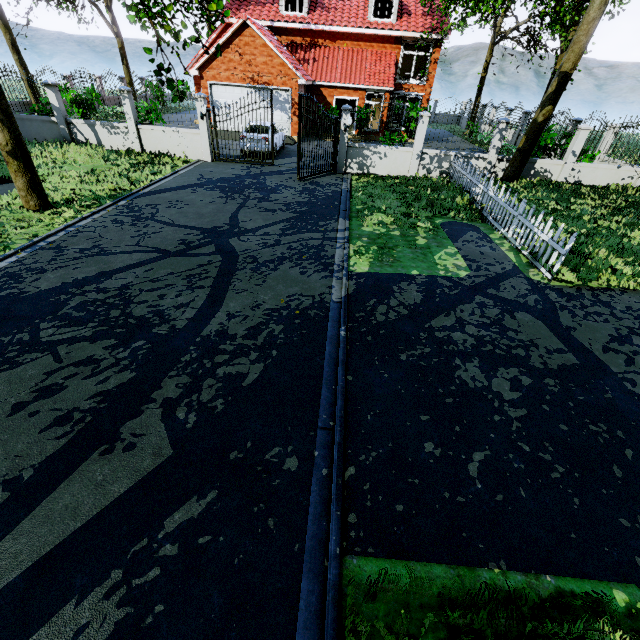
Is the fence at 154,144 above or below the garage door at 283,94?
below

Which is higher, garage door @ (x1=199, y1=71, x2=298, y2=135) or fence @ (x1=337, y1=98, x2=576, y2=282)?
garage door @ (x1=199, y1=71, x2=298, y2=135)

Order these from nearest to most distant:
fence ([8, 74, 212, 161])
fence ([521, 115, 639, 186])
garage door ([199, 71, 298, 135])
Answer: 1. fence ([521, 115, 639, 186])
2. fence ([8, 74, 212, 161])
3. garage door ([199, 71, 298, 135])

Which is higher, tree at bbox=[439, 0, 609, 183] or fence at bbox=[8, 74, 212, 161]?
tree at bbox=[439, 0, 609, 183]

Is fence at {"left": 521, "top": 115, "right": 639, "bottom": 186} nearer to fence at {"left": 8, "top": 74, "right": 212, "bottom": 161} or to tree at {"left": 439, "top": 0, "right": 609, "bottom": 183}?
tree at {"left": 439, "top": 0, "right": 609, "bottom": 183}

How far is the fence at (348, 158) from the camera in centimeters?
764cm

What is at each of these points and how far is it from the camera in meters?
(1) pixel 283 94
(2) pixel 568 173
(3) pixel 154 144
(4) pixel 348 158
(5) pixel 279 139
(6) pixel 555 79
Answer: (1) garage door, 19.7 m
(2) fence, 14.2 m
(3) fence, 14.9 m
(4) fence, 14.6 m
(5) car, 17.3 m
(6) tree, 11.6 m

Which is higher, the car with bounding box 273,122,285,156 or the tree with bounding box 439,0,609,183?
the tree with bounding box 439,0,609,183
